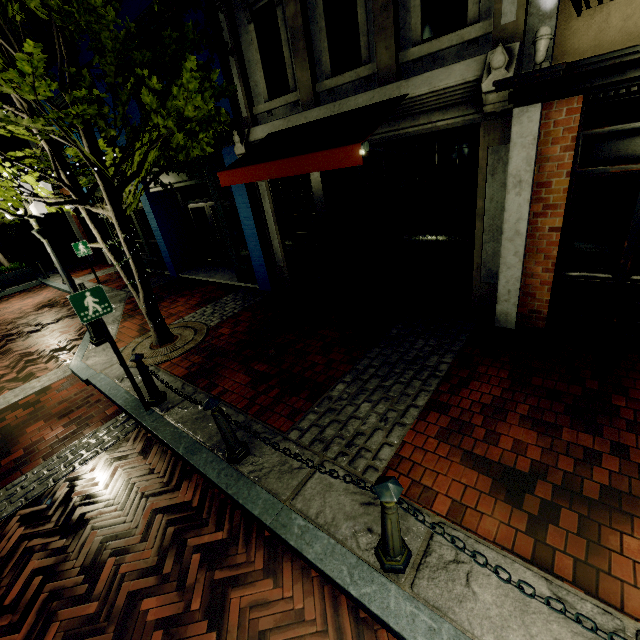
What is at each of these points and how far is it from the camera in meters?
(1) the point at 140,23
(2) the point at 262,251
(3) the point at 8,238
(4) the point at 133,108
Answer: (1) building, 7.3
(2) building, 8.1
(3) building, 20.6
(4) building, 9.2

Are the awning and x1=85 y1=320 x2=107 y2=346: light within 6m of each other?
yes

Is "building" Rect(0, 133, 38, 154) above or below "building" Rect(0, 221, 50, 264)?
above

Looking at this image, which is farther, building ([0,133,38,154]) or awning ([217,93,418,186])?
building ([0,133,38,154])

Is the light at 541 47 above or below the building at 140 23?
below

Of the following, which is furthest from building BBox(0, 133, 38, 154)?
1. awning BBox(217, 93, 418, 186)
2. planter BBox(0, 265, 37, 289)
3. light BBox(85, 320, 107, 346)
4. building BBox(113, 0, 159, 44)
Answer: awning BBox(217, 93, 418, 186)

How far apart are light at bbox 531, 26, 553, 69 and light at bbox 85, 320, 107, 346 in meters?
8.3 m

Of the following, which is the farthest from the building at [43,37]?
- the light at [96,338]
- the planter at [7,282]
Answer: the planter at [7,282]
